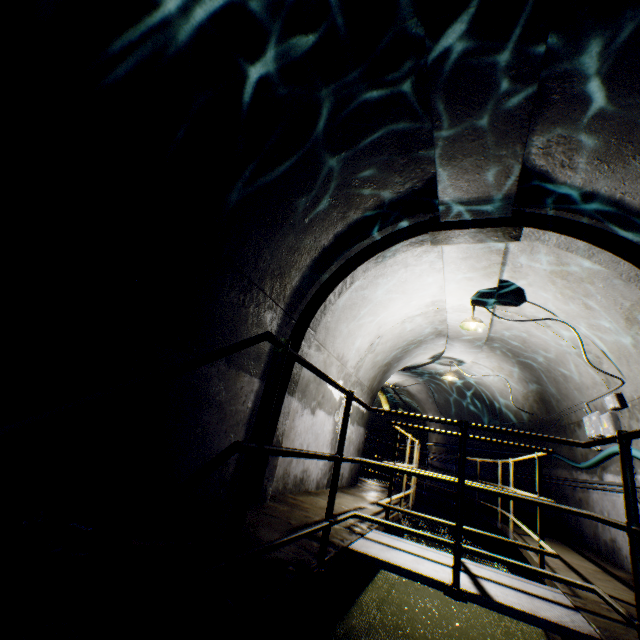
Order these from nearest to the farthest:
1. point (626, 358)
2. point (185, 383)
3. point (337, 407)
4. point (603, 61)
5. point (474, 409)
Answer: point (603, 61), point (185, 383), point (626, 358), point (337, 407), point (474, 409)

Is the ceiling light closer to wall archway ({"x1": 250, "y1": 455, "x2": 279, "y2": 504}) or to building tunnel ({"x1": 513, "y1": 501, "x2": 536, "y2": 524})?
building tunnel ({"x1": 513, "y1": 501, "x2": 536, "y2": 524})

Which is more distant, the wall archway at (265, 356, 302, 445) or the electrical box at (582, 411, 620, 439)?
the electrical box at (582, 411, 620, 439)

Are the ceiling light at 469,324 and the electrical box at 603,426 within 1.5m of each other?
no

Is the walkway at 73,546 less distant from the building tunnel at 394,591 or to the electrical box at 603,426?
the building tunnel at 394,591

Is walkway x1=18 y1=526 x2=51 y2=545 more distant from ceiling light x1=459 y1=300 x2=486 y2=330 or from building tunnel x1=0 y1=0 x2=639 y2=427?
ceiling light x1=459 y1=300 x2=486 y2=330

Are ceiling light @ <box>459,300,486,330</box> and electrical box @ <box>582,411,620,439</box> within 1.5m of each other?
no

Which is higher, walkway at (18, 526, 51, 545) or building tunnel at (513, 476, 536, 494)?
building tunnel at (513, 476, 536, 494)
